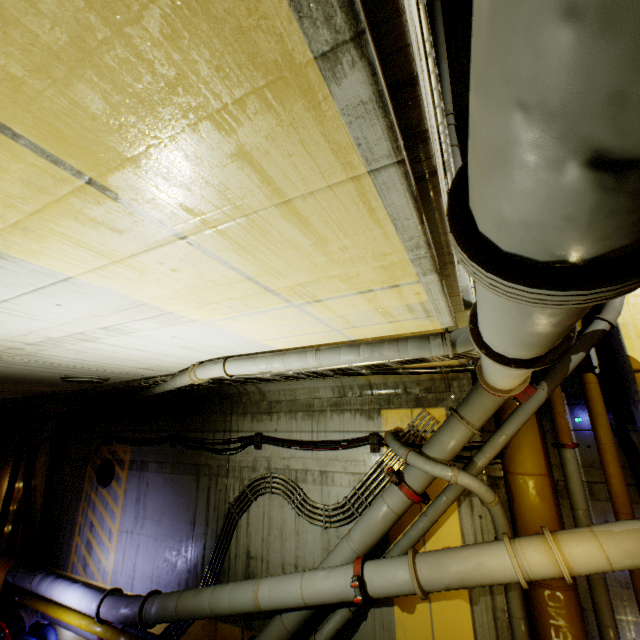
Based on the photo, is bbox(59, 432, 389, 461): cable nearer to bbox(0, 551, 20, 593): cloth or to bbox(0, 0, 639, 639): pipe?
bbox(0, 0, 639, 639): pipe

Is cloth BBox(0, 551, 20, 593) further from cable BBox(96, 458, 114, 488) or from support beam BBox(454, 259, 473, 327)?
support beam BBox(454, 259, 473, 327)

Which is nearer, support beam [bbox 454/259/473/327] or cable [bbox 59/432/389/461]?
support beam [bbox 454/259/473/327]

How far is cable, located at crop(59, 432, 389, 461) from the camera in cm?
681

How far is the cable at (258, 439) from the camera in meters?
6.8 m

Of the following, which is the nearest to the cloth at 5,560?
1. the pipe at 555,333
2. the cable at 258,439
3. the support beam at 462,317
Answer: the pipe at 555,333

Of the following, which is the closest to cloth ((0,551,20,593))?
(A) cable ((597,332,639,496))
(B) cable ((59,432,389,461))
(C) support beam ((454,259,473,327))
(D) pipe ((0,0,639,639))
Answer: (D) pipe ((0,0,639,639))

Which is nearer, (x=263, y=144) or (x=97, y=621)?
(x=263, y=144)
